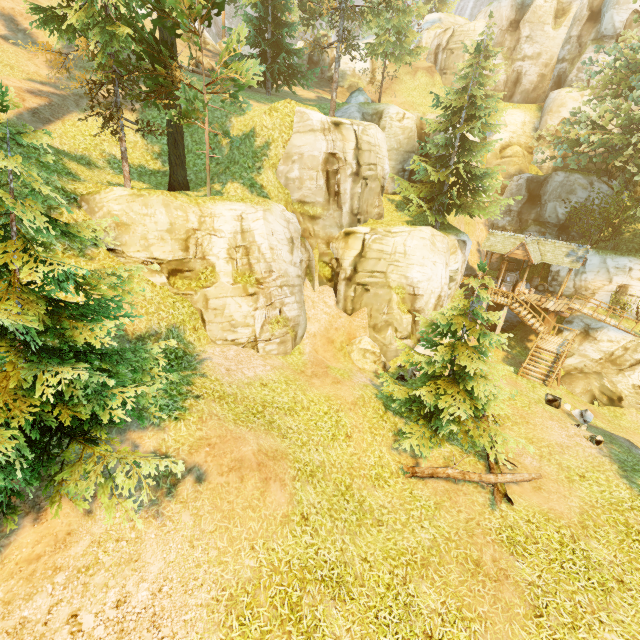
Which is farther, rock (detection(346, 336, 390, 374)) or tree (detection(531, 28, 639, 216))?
tree (detection(531, 28, 639, 216))

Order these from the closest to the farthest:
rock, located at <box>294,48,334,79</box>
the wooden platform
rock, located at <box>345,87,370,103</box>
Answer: the wooden platform < rock, located at <box>345,87,370,103</box> < rock, located at <box>294,48,334,79</box>

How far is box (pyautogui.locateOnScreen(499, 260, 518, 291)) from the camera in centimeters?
2638cm

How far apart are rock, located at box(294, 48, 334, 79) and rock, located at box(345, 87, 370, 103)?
19.2m

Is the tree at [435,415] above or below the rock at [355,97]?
below

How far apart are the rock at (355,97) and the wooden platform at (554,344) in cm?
2076

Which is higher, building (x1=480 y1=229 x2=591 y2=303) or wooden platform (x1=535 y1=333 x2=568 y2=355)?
building (x1=480 y1=229 x2=591 y2=303)

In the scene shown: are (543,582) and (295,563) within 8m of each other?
yes
